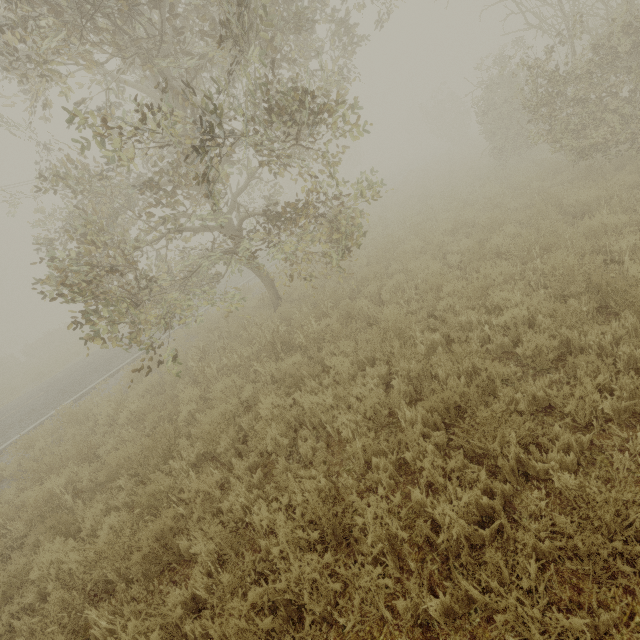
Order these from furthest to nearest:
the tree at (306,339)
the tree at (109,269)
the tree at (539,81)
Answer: the tree at (539,81), the tree at (306,339), the tree at (109,269)

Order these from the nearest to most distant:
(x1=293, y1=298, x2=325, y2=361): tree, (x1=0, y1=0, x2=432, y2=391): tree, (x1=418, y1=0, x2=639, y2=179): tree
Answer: (x1=0, y1=0, x2=432, y2=391): tree, (x1=293, y1=298, x2=325, y2=361): tree, (x1=418, y1=0, x2=639, y2=179): tree

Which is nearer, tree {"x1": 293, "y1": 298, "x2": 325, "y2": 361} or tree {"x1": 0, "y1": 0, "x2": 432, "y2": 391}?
tree {"x1": 0, "y1": 0, "x2": 432, "y2": 391}

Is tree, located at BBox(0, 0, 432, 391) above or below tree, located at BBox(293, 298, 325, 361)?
above

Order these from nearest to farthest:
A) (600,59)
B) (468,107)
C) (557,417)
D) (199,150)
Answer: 1. (557,417)
2. (600,59)
3. (199,150)
4. (468,107)

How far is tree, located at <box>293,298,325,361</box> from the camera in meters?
6.9 m

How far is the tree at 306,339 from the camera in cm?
693
